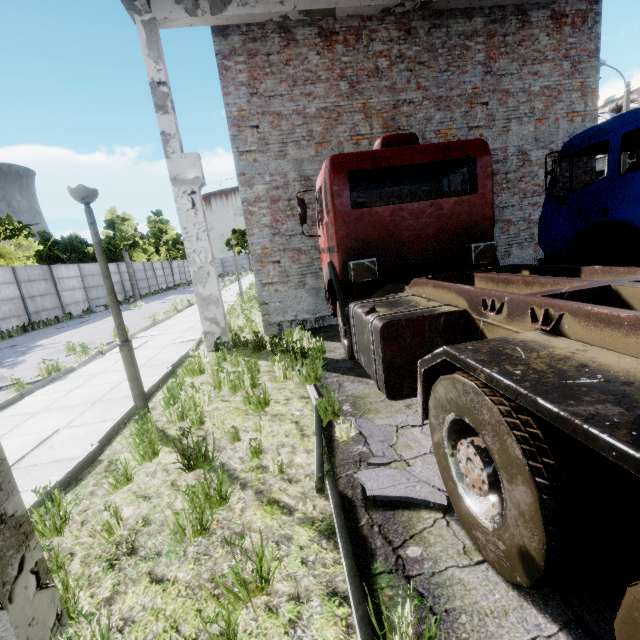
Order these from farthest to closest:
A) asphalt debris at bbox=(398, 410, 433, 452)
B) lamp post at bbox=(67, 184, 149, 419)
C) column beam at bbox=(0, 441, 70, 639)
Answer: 1. lamp post at bbox=(67, 184, 149, 419)
2. asphalt debris at bbox=(398, 410, 433, 452)
3. column beam at bbox=(0, 441, 70, 639)

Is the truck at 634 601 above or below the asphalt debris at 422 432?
above

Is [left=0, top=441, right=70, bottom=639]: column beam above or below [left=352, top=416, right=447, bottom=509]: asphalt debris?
above

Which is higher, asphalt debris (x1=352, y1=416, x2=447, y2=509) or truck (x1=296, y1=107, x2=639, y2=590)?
truck (x1=296, y1=107, x2=639, y2=590)

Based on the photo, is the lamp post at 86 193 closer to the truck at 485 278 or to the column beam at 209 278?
the truck at 485 278

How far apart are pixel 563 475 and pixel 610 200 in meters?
6.3 m

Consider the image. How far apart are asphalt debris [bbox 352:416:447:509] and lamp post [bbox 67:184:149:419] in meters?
3.0
